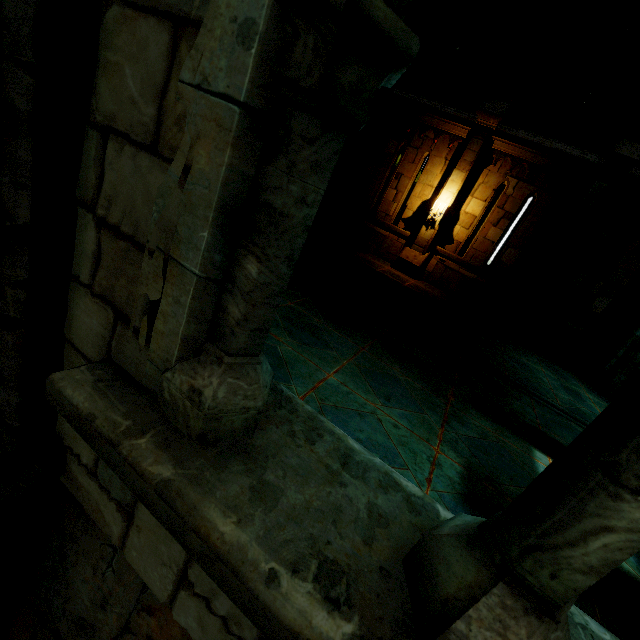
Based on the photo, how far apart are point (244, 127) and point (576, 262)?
12.35m

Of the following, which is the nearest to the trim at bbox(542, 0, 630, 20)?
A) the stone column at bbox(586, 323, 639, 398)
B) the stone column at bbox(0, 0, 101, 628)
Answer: the stone column at bbox(586, 323, 639, 398)

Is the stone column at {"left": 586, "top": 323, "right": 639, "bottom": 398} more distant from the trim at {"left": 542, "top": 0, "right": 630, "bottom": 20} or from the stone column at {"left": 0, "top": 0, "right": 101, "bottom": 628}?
the stone column at {"left": 0, "top": 0, "right": 101, "bottom": 628}

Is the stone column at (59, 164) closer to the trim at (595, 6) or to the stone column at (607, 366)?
the trim at (595, 6)

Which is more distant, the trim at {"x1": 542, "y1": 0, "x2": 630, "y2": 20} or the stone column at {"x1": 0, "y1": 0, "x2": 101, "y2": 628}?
the trim at {"x1": 542, "y1": 0, "x2": 630, "y2": 20}

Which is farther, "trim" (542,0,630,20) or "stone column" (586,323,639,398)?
"stone column" (586,323,639,398)

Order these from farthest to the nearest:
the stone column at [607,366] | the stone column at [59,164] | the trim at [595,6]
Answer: the stone column at [607,366]
the trim at [595,6]
the stone column at [59,164]

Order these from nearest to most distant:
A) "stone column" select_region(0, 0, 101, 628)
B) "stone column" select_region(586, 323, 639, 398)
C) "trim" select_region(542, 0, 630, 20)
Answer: "stone column" select_region(0, 0, 101, 628)
"trim" select_region(542, 0, 630, 20)
"stone column" select_region(586, 323, 639, 398)
